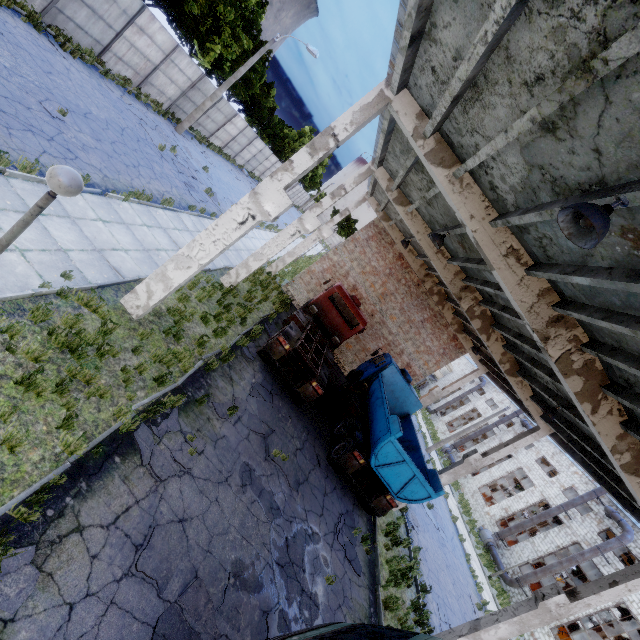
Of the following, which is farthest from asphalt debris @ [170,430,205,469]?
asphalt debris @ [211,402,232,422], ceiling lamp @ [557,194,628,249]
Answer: ceiling lamp @ [557,194,628,249]

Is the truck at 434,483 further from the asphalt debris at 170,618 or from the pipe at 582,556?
the pipe at 582,556

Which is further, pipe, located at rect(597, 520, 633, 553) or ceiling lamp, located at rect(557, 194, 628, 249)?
pipe, located at rect(597, 520, 633, 553)

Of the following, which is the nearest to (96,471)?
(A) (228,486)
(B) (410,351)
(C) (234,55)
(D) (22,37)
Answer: (A) (228,486)

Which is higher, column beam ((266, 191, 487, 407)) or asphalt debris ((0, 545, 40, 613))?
column beam ((266, 191, 487, 407))

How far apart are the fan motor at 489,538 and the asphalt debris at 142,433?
31.7 meters

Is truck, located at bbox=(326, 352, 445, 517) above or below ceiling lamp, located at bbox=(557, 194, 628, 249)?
below

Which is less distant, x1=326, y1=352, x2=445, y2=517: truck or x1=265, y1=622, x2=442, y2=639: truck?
x1=265, y1=622, x2=442, y2=639: truck
